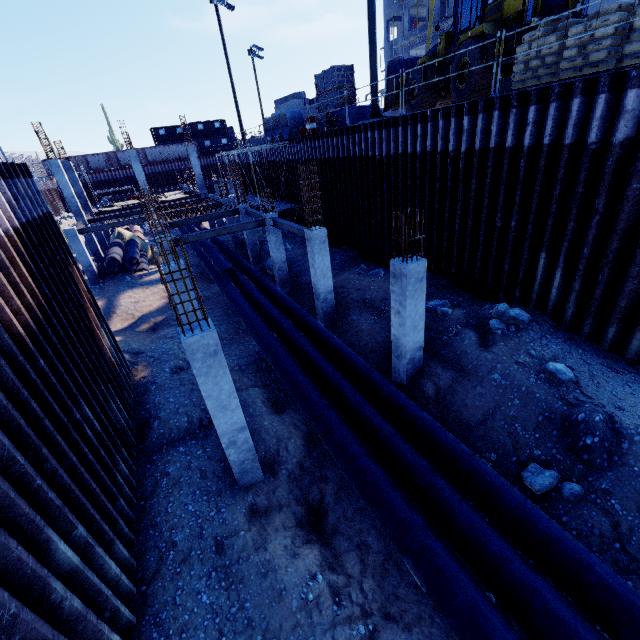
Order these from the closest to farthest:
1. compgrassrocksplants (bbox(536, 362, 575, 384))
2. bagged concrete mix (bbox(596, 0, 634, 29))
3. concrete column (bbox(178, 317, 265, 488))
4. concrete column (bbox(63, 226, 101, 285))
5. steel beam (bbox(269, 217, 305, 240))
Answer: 1. concrete column (bbox(178, 317, 265, 488))
2. bagged concrete mix (bbox(596, 0, 634, 29))
3. compgrassrocksplants (bbox(536, 362, 575, 384))
4. steel beam (bbox(269, 217, 305, 240))
5. concrete column (bbox(63, 226, 101, 285))

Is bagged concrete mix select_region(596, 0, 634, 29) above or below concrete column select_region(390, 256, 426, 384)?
above

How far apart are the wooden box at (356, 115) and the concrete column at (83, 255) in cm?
1618

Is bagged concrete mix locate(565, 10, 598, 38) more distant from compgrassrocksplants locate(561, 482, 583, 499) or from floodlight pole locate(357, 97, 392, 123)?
compgrassrocksplants locate(561, 482, 583, 499)

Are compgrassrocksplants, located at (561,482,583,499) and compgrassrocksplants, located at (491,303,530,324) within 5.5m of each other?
yes

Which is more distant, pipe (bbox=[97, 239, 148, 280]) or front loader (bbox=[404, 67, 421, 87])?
pipe (bbox=[97, 239, 148, 280])

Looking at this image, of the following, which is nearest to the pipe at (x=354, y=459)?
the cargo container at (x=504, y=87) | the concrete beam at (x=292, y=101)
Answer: the concrete beam at (x=292, y=101)

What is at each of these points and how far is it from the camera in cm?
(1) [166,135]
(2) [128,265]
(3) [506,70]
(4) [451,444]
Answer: (1) cargo container, 5438
(2) pipe, 2258
(3) front loader, 1148
(4) pipe, 633
